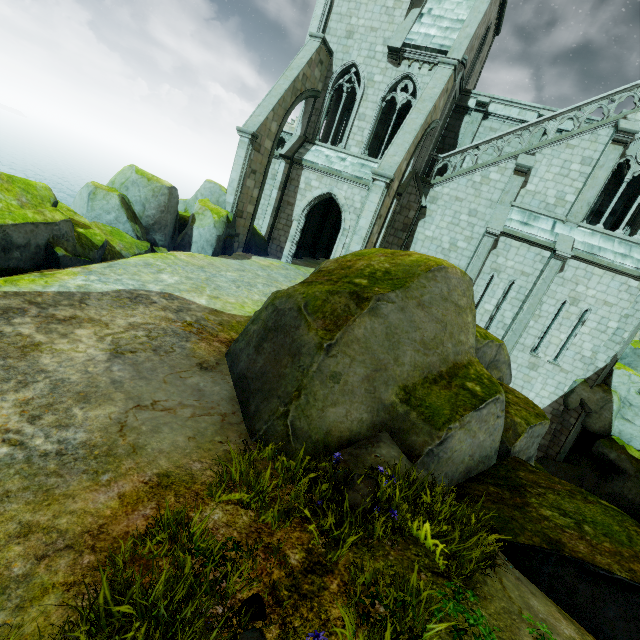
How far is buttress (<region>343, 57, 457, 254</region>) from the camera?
13.38m

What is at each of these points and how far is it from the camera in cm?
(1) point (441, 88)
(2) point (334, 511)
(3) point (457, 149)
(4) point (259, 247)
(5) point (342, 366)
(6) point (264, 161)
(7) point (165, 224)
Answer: (1) buttress, 1437
(2) plant, 346
(3) building, 1675
(4) rock, 1892
(5) rock, 527
(6) buttress, 1659
(7) rock, 1302

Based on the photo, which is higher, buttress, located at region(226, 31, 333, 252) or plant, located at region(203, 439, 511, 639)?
buttress, located at region(226, 31, 333, 252)

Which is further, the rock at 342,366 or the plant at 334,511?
the rock at 342,366

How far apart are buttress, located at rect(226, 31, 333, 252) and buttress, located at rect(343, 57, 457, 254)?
5.90m

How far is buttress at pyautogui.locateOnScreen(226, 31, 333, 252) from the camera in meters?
15.4

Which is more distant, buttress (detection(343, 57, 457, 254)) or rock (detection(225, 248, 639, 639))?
buttress (detection(343, 57, 457, 254))

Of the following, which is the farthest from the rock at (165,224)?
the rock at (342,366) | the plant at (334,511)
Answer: the plant at (334,511)
